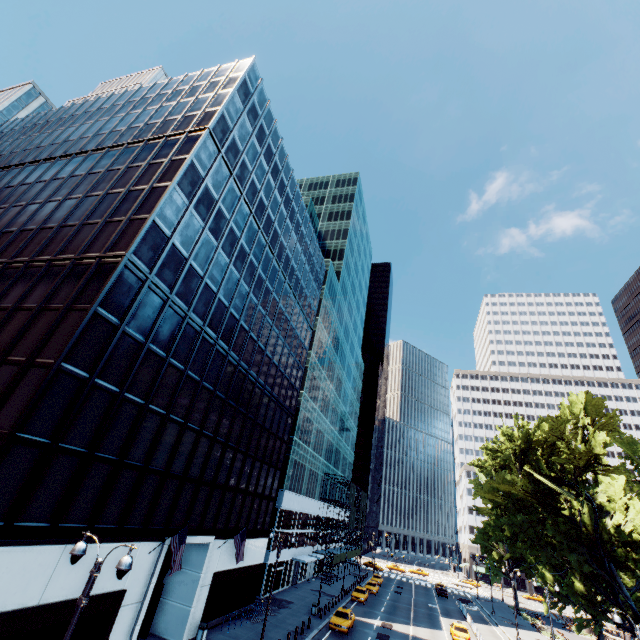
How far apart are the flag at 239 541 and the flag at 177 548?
8.1 meters

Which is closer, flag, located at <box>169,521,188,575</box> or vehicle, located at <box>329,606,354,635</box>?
flag, located at <box>169,521,188,575</box>

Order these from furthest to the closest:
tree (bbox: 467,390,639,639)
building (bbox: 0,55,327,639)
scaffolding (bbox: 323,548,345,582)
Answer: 1. scaffolding (bbox: 323,548,345,582)
2. tree (bbox: 467,390,639,639)
3. building (bbox: 0,55,327,639)

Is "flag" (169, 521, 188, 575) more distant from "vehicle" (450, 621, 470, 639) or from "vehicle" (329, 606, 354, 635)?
"vehicle" (450, 621, 470, 639)

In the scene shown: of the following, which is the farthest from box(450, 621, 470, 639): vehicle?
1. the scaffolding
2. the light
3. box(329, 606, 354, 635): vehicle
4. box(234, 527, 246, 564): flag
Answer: the light

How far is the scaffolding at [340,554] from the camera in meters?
51.2

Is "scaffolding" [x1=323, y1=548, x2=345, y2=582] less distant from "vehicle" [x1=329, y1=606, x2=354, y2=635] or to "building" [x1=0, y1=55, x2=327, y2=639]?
"vehicle" [x1=329, y1=606, x2=354, y2=635]

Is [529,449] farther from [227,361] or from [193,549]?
[193,549]
